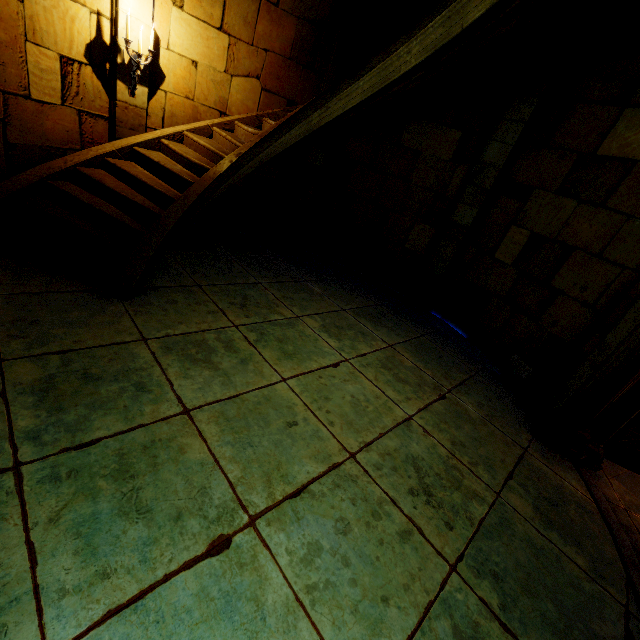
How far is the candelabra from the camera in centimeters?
468cm

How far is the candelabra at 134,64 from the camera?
4.68m

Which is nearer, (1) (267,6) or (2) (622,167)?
(2) (622,167)
